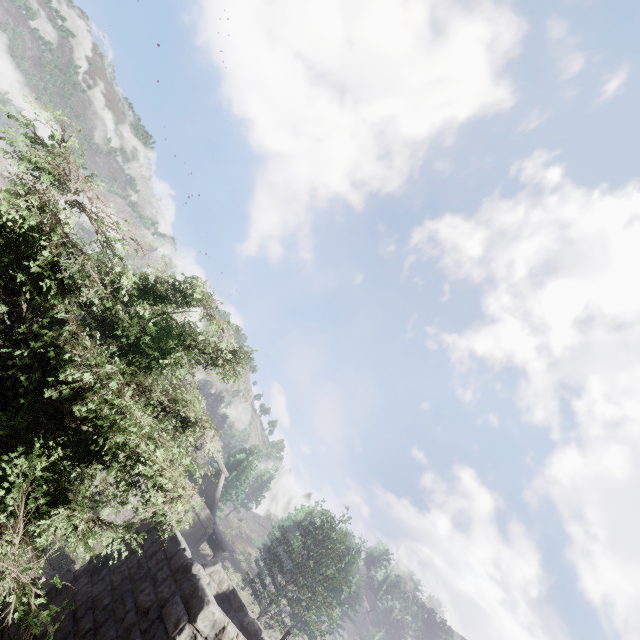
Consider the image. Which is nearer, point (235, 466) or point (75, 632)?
point (75, 632)
